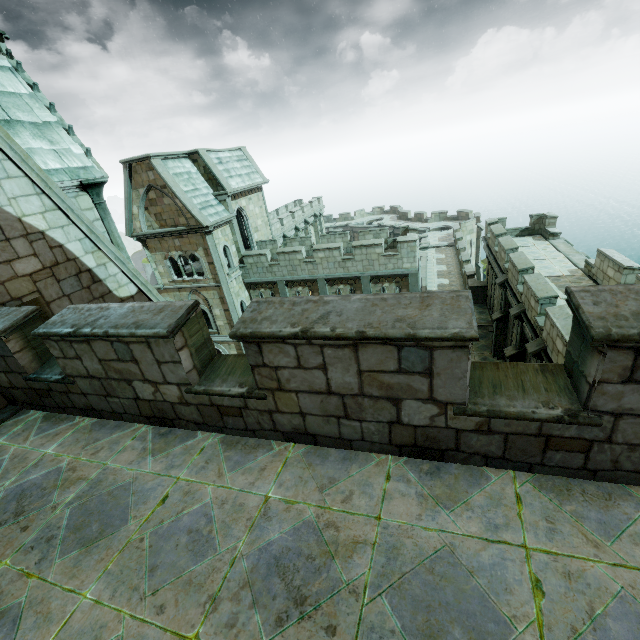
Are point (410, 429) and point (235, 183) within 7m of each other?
no
